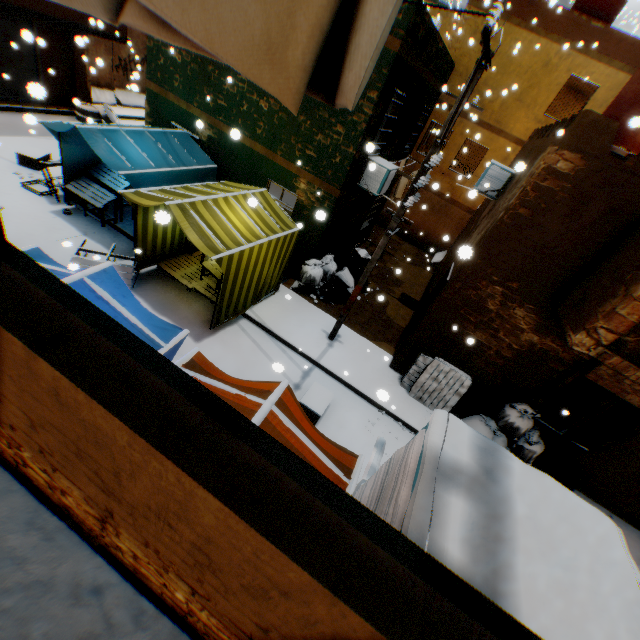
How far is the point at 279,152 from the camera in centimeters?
880cm

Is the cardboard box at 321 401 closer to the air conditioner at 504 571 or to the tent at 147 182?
the tent at 147 182

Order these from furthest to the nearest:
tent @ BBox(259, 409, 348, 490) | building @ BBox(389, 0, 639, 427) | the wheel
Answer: the wheel, building @ BBox(389, 0, 639, 427), tent @ BBox(259, 409, 348, 490)

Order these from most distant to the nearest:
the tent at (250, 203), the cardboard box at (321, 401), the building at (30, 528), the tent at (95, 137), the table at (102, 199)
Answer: the table at (102, 199) → the tent at (95, 137) → the cardboard box at (321, 401) → the tent at (250, 203) → the building at (30, 528)

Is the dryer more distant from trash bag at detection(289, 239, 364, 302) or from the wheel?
the wheel

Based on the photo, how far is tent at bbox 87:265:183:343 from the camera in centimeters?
416cm

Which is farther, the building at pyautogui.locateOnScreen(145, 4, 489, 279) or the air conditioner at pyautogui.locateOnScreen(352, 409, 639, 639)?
the building at pyautogui.locateOnScreen(145, 4, 489, 279)

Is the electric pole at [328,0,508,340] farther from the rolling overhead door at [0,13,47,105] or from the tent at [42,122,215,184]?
the rolling overhead door at [0,13,47,105]
